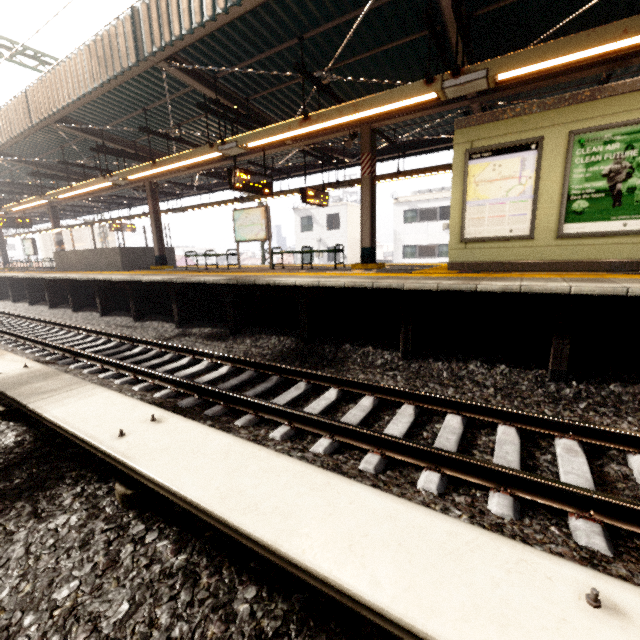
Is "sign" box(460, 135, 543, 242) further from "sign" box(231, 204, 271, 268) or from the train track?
"sign" box(231, 204, 271, 268)

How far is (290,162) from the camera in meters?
14.1 m

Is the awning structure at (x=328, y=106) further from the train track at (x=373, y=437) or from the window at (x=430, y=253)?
the window at (x=430, y=253)

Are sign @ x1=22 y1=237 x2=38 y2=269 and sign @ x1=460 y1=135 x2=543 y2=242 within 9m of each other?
no

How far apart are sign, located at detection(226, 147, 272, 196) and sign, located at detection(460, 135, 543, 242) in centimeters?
508cm

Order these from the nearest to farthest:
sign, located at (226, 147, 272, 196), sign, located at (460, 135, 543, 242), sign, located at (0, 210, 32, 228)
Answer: sign, located at (460, 135, 543, 242) → sign, located at (226, 147, 272, 196) → sign, located at (0, 210, 32, 228)

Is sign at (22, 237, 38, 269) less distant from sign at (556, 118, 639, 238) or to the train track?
the train track

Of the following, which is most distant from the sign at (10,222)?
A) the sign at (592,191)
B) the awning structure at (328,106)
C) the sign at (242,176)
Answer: the sign at (592,191)
